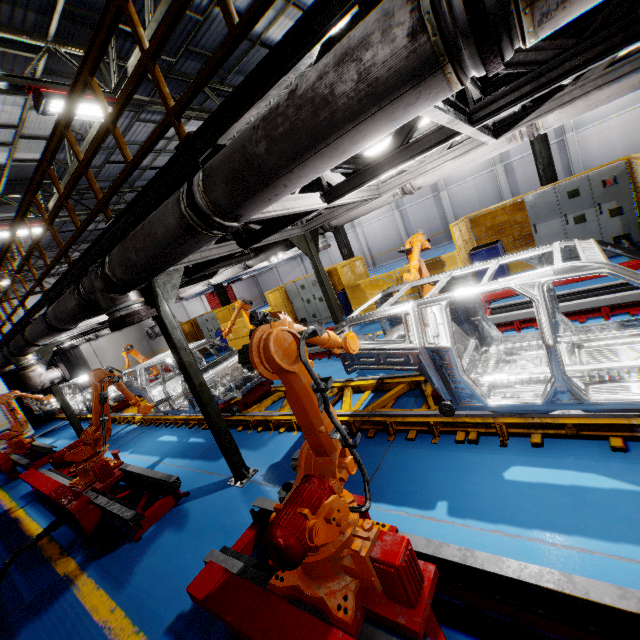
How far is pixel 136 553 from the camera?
4.33m

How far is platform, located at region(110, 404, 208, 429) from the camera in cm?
809

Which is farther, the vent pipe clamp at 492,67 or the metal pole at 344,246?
the metal pole at 344,246

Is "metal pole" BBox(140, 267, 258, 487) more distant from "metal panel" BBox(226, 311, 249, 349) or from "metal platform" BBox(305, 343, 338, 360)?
"metal platform" BBox(305, 343, 338, 360)

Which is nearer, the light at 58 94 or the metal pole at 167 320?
the metal pole at 167 320

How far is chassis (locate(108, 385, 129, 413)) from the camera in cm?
1213

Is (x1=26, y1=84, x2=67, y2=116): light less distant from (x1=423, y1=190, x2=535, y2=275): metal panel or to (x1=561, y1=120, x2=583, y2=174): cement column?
(x1=423, y1=190, x2=535, y2=275): metal panel
